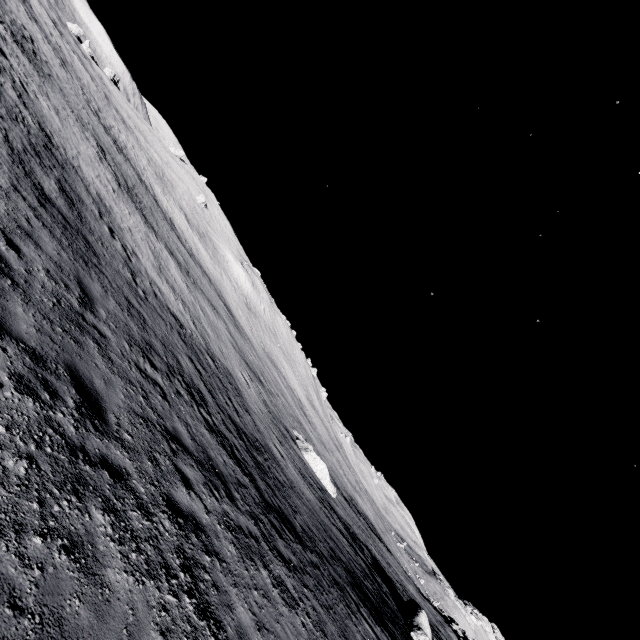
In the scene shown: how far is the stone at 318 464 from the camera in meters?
27.8 m

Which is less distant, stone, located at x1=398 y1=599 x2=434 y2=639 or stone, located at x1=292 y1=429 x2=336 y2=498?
stone, located at x1=398 y1=599 x2=434 y2=639

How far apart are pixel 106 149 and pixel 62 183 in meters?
20.2 m

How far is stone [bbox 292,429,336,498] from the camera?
27.83m

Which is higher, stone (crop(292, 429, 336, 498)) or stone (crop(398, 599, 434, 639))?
stone (crop(398, 599, 434, 639))

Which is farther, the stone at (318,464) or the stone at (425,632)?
the stone at (318,464)
